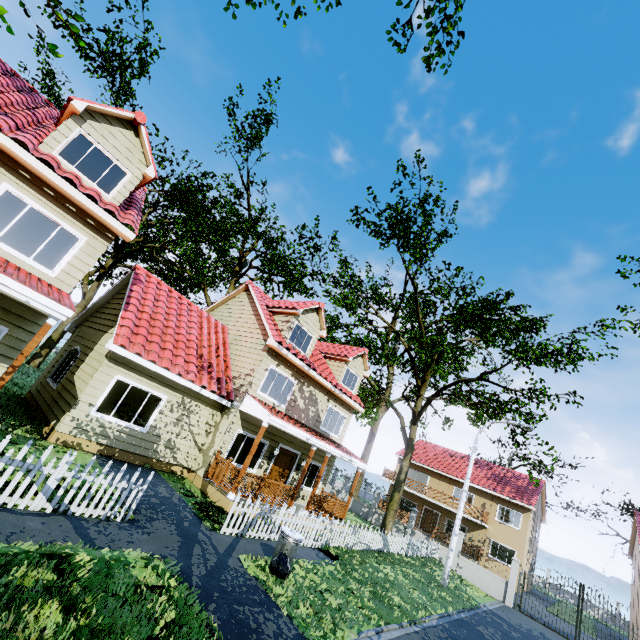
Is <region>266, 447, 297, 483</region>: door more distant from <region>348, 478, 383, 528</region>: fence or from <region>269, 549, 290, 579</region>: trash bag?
<region>269, 549, 290, 579</region>: trash bag

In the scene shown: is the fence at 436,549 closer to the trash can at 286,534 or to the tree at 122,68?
the tree at 122,68

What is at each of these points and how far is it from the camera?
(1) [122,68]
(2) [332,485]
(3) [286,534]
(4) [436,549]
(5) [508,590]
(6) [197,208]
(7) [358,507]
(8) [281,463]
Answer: (1) tree, 18.53m
(2) fence, 42.62m
(3) trash can, 8.36m
(4) fence, 21.78m
(5) fence, 19.28m
(6) tree, 26.38m
(7) fence, 26.77m
(8) door, 15.38m

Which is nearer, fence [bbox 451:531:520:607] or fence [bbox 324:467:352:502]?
fence [bbox 451:531:520:607]

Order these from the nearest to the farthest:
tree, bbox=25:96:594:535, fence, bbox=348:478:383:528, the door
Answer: the door, tree, bbox=25:96:594:535, fence, bbox=348:478:383:528

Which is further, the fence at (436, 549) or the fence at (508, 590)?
the fence at (508, 590)

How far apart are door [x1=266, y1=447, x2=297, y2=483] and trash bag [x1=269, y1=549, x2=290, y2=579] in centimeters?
656cm

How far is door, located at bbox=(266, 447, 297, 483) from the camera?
15.0 meters
